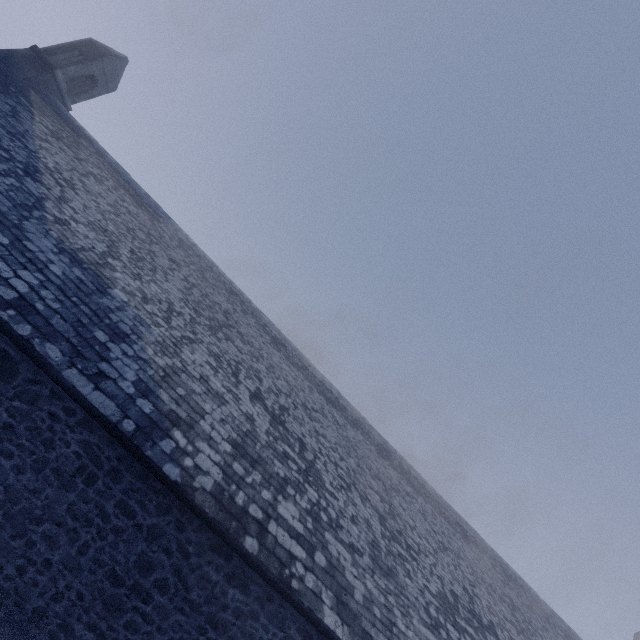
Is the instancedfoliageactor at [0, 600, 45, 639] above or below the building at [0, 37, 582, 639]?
below

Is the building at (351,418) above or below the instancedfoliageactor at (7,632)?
above

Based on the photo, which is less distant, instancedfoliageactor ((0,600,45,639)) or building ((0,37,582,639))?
instancedfoliageactor ((0,600,45,639))

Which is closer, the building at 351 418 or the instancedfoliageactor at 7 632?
the instancedfoliageactor at 7 632

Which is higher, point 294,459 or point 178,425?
point 294,459
